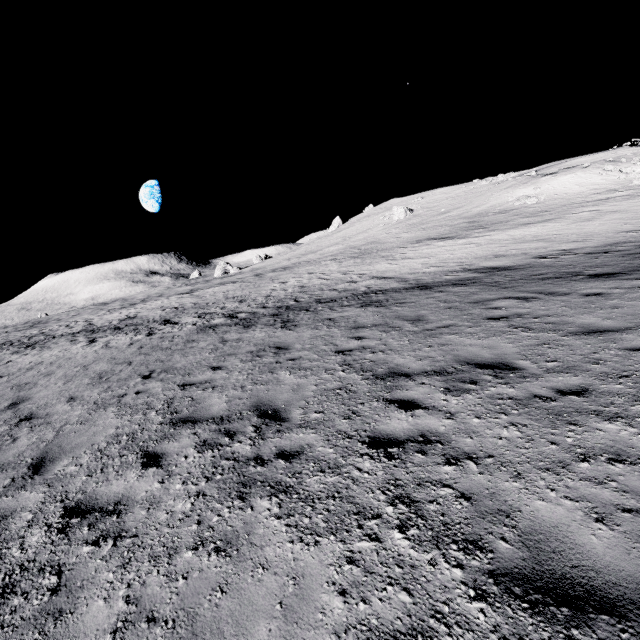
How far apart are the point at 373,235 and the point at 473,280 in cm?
3815

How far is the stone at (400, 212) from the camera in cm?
A: 5388

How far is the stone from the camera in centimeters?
5388cm
